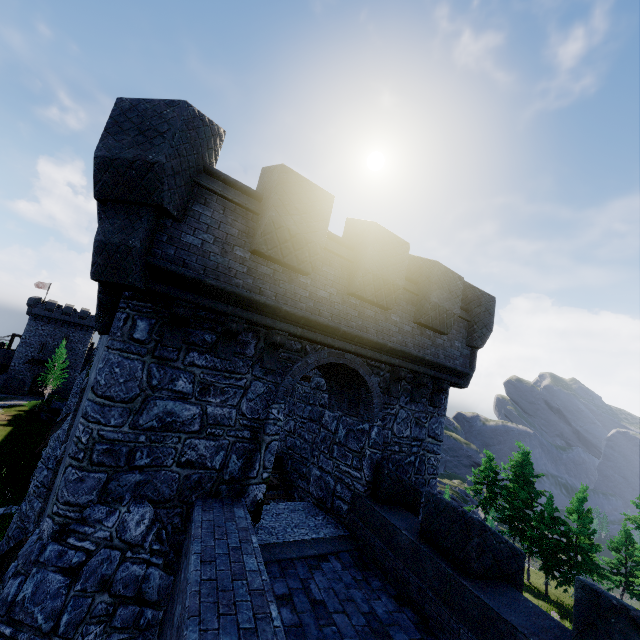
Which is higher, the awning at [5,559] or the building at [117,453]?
the building at [117,453]

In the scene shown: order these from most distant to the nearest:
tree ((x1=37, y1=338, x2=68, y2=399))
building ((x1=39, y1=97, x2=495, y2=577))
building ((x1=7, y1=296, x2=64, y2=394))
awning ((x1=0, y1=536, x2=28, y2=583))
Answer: building ((x1=7, y1=296, x2=64, y2=394)) → tree ((x1=37, y1=338, x2=68, y2=399)) → awning ((x1=0, y1=536, x2=28, y2=583)) → building ((x1=39, y1=97, x2=495, y2=577))

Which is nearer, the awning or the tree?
the awning

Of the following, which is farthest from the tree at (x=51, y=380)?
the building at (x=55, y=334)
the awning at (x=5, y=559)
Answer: the awning at (x=5, y=559)

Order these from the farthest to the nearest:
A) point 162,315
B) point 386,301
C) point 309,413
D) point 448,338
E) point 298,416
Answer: point 298,416
point 309,413
point 448,338
point 386,301
point 162,315

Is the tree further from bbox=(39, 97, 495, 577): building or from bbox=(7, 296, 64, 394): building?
bbox=(39, 97, 495, 577): building

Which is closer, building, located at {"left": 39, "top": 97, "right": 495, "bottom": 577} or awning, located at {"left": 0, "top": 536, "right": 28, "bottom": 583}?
building, located at {"left": 39, "top": 97, "right": 495, "bottom": 577}

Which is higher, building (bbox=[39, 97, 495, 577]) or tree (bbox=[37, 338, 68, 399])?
building (bbox=[39, 97, 495, 577])
